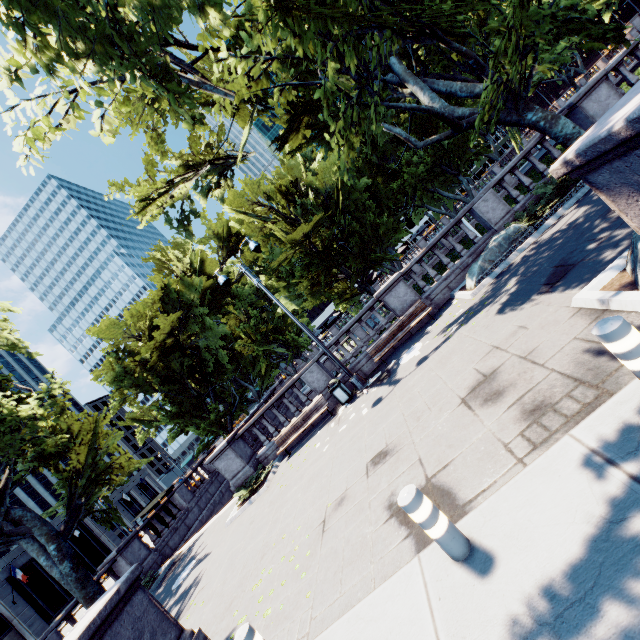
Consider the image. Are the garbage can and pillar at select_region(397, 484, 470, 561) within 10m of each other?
yes

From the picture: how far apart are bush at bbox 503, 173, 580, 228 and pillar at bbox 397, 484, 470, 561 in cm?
1124

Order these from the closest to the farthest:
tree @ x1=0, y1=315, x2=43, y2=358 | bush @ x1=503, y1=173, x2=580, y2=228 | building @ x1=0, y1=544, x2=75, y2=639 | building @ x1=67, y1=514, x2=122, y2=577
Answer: bush @ x1=503, y1=173, x2=580, y2=228
tree @ x1=0, y1=315, x2=43, y2=358
building @ x1=0, y1=544, x2=75, y2=639
building @ x1=67, y1=514, x2=122, y2=577

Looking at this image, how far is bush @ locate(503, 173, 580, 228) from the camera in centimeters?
1052cm

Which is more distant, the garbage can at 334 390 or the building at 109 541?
the building at 109 541

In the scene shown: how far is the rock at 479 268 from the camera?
10.94m

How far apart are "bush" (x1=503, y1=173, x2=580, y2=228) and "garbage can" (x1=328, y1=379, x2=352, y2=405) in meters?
8.6 m

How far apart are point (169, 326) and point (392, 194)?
35.12m
